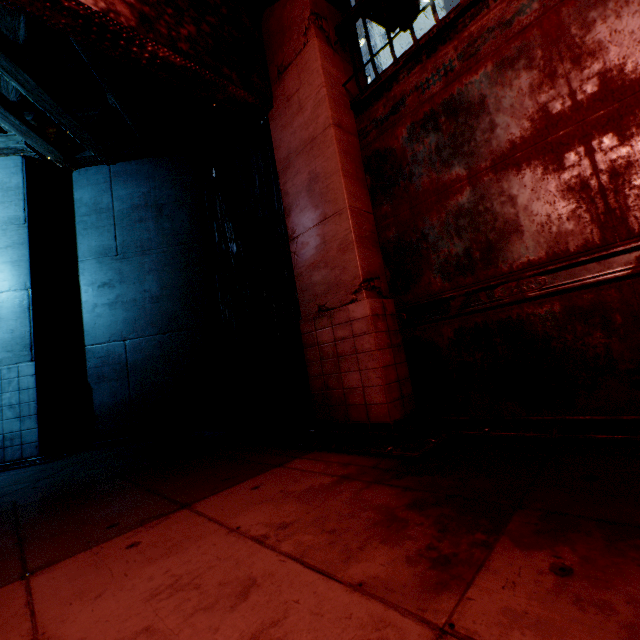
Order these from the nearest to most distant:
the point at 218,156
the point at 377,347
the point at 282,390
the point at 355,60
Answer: the point at 377,347
the point at 355,60
the point at 282,390
the point at 218,156
